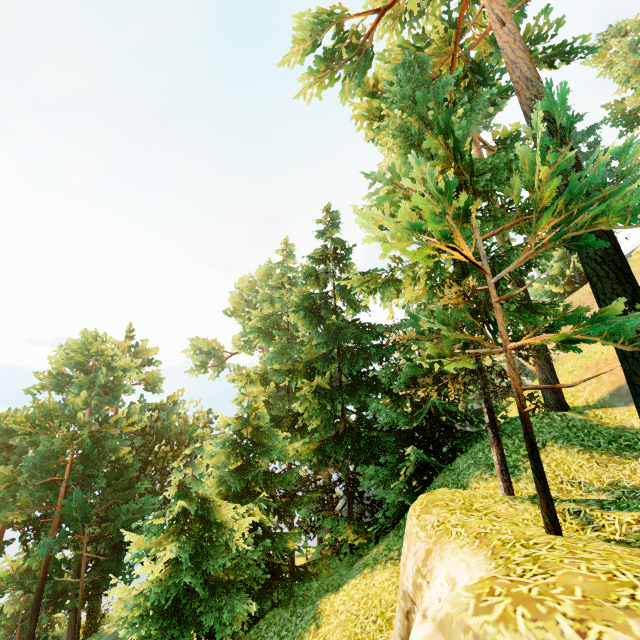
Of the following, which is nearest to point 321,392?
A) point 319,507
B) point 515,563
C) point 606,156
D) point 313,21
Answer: point 515,563
